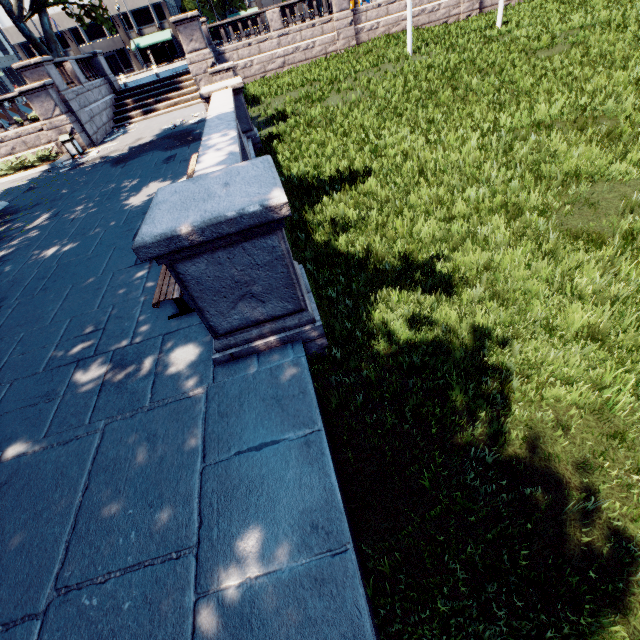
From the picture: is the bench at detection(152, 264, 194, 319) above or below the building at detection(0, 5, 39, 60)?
below

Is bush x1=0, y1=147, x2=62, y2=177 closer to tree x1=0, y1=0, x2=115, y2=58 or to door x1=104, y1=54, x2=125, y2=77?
tree x1=0, y1=0, x2=115, y2=58

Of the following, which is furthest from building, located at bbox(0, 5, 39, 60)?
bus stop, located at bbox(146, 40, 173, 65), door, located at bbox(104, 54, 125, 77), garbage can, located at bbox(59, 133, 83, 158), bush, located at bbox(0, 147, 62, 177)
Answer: garbage can, located at bbox(59, 133, 83, 158)

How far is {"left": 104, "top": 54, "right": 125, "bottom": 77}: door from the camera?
53.4m

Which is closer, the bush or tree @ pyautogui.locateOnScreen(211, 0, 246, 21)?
the bush

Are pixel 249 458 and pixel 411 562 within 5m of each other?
yes

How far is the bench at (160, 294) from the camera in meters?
4.5

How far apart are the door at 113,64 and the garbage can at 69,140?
54.3m
